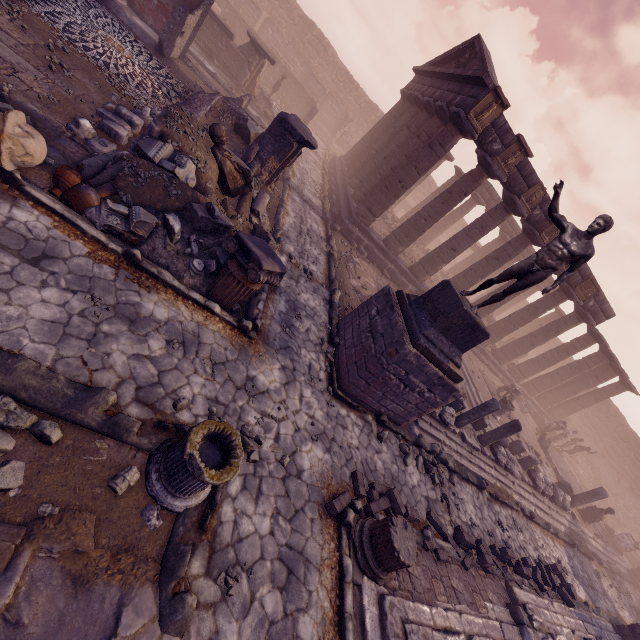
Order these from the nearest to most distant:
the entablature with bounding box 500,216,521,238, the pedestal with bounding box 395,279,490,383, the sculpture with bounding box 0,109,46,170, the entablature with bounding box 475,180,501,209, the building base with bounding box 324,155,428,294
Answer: the sculpture with bounding box 0,109,46,170, the pedestal with bounding box 395,279,490,383, the building base with bounding box 324,155,428,294, the entablature with bounding box 475,180,501,209, the entablature with bounding box 500,216,521,238

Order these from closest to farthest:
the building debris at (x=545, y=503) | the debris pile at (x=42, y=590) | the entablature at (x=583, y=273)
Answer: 1. the debris pile at (x=42, y=590)
2. the building debris at (x=545, y=503)
3. the entablature at (x=583, y=273)

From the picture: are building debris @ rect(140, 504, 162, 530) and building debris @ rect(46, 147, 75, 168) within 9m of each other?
yes

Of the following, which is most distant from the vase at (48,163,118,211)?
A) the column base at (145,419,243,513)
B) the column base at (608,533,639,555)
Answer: the column base at (608,533,639,555)

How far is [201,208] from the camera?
6.30m

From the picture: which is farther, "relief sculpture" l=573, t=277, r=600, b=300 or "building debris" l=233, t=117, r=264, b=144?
"relief sculpture" l=573, t=277, r=600, b=300

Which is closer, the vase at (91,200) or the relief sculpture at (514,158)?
the vase at (91,200)

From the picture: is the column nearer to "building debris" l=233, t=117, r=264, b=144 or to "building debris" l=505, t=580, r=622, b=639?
"building debris" l=505, t=580, r=622, b=639
